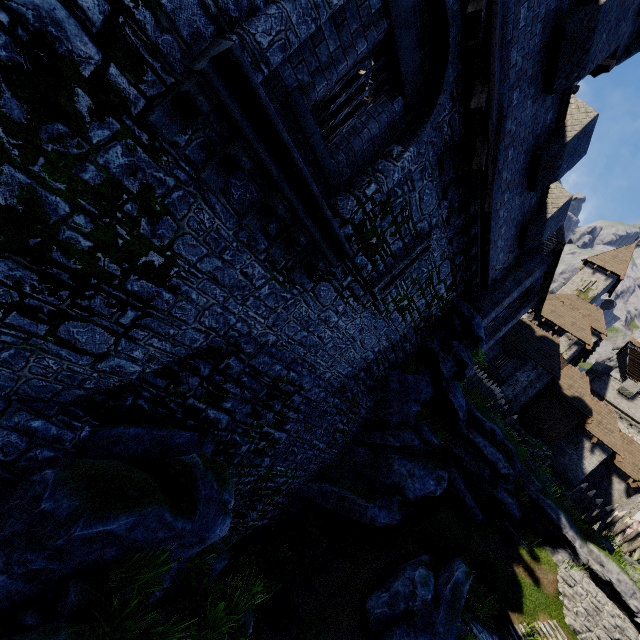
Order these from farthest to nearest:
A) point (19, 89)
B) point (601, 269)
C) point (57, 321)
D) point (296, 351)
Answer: point (601, 269) < point (296, 351) < point (57, 321) < point (19, 89)

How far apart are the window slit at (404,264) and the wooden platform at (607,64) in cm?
1227

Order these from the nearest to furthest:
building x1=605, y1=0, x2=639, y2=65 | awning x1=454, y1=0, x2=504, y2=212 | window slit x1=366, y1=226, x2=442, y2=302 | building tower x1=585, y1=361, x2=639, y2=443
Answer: awning x1=454, y1=0, x2=504, y2=212 < window slit x1=366, y1=226, x2=442, y2=302 < building x1=605, y1=0, x2=639, y2=65 < building tower x1=585, y1=361, x2=639, y2=443

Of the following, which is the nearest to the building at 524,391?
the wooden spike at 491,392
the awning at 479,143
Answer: the wooden spike at 491,392

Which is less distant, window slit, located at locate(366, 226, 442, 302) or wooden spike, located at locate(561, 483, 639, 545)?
window slit, located at locate(366, 226, 442, 302)

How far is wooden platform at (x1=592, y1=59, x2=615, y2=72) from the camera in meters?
13.9 m

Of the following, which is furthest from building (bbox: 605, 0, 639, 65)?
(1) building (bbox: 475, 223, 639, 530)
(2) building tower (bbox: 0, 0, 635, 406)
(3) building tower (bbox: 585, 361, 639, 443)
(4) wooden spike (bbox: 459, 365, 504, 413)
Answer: (3) building tower (bbox: 585, 361, 639, 443)

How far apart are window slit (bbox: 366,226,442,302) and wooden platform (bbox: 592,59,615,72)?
12.3 meters
